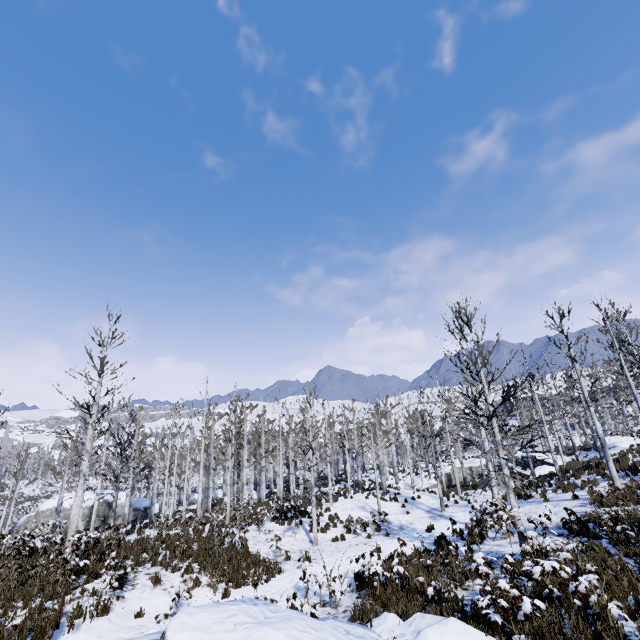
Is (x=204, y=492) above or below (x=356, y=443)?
below

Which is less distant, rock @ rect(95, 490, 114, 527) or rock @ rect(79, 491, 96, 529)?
rock @ rect(79, 491, 96, 529)

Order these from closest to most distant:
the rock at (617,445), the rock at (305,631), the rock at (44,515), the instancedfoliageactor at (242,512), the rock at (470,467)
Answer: the rock at (305,631) < the instancedfoliageactor at (242,512) < the rock at (617,445) < the rock at (44,515) < the rock at (470,467)

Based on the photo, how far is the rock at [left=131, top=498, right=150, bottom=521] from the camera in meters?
32.4

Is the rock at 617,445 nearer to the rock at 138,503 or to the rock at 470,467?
the rock at 470,467

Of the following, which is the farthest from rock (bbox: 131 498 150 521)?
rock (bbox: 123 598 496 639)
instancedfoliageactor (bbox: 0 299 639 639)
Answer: rock (bbox: 123 598 496 639)

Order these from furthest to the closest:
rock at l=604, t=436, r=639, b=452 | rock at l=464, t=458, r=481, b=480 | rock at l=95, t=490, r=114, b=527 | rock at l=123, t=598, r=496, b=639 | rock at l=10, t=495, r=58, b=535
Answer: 1. rock at l=464, t=458, r=481, b=480
2. rock at l=95, t=490, r=114, b=527
3. rock at l=10, t=495, r=58, b=535
4. rock at l=604, t=436, r=639, b=452
5. rock at l=123, t=598, r=496, b=639

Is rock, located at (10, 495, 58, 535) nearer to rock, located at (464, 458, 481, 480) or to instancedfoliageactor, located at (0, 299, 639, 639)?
instancedfoliageactor, located at (0, 299, 639, 639)
